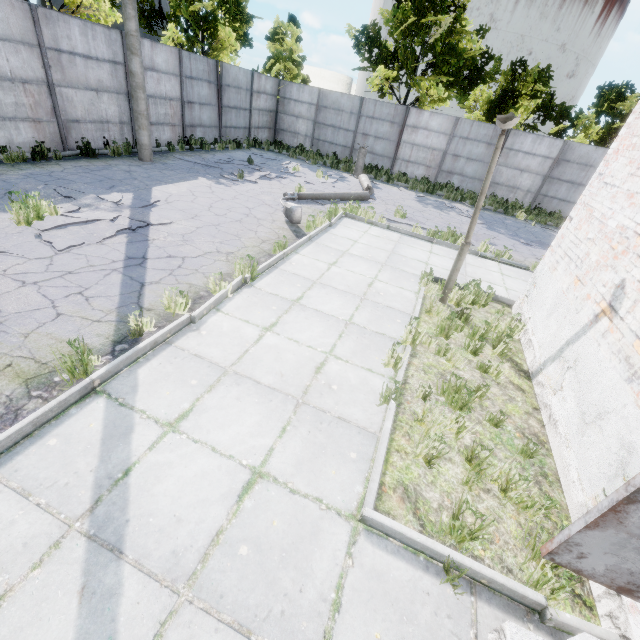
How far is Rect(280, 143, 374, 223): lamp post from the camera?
8.66m

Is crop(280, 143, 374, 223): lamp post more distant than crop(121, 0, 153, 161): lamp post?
No

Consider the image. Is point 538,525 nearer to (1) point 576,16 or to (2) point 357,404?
(2) point 357,404

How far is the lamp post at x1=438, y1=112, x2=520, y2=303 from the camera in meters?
4.8

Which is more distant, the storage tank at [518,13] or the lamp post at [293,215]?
the storage tank at [518,13]

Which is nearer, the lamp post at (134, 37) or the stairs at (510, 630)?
the stairs at (510, 630)

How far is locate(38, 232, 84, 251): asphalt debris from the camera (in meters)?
5.67

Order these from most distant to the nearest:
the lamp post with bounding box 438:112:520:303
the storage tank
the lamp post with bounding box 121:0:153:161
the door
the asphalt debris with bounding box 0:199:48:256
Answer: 1. the storage tank
2. the lamp post with bounding box 121:0:153:161
3. the asphalt debris with bounding box 0:199:48:256
4. the lamp post with bounding box 438:112:520:303
5. the door
